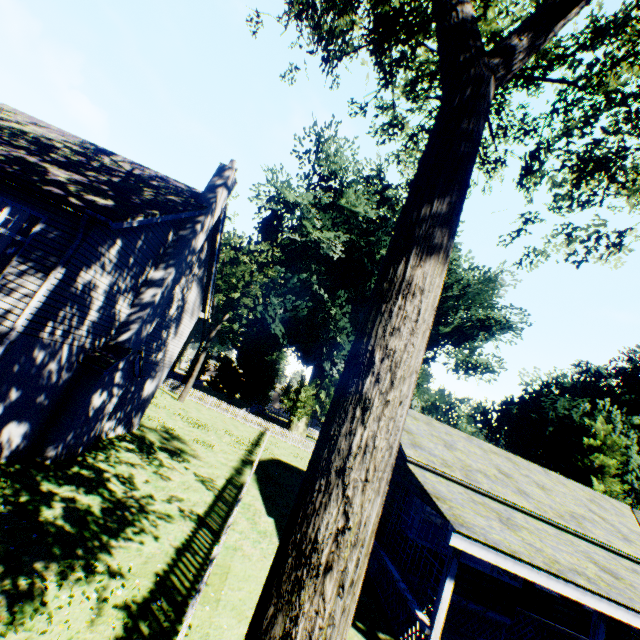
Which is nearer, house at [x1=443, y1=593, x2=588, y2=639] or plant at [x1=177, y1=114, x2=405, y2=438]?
house at [x1=443, y1=593, x2=588, y2=639]

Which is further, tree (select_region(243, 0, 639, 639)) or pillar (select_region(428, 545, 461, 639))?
pillar (select_region(428, 545, 461, 639))

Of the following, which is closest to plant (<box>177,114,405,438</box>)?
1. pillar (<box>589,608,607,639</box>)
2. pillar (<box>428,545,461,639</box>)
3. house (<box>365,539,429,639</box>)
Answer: house (<box>365,539,429,639</box>)

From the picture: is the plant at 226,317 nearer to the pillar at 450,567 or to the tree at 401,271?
the tree at 401,271

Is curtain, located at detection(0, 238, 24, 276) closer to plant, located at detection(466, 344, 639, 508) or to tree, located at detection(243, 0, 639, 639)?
tree, located at detection(243, 0, 639, 639)

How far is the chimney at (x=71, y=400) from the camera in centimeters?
1010cm

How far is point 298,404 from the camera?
38.7 meters

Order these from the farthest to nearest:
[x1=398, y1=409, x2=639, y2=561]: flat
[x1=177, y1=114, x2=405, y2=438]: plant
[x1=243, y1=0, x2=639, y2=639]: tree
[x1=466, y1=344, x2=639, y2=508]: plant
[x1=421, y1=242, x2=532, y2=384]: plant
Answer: [x1=421, y1=242, x2=532, y2=384]: plant → [x1=177, y1=114, x2=405, y2=438]: plant → [x1=466, y1=344, x2=639, y2=508]: plant → [x1=398, y1=409, x2=639, y2=561]: flat → [x1=243, y1=0, x2=639, y2=639]: tree
